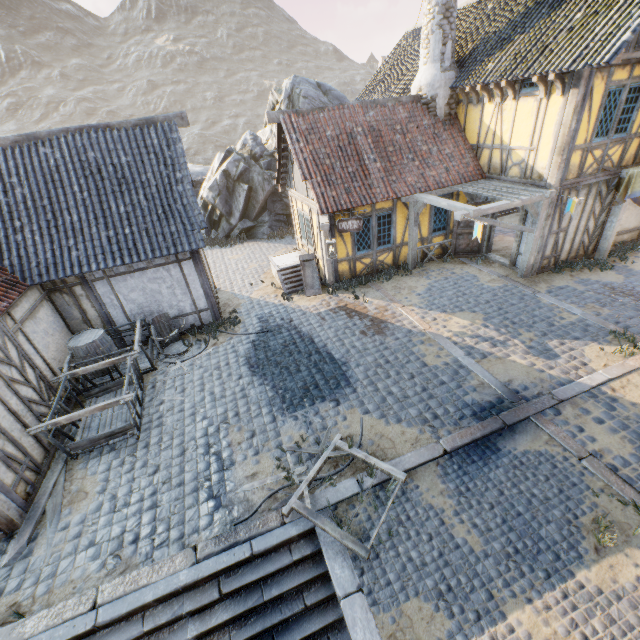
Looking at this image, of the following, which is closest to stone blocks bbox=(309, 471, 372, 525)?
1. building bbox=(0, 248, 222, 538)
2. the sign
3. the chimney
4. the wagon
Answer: building bbox=(0, 248, 222, 538)

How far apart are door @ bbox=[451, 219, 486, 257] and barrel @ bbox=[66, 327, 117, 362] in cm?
1240

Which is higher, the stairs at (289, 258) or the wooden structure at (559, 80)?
the wooden structure at (559, 80)

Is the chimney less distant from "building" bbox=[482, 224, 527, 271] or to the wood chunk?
"building" bbox=[482, 224, 527, 271]

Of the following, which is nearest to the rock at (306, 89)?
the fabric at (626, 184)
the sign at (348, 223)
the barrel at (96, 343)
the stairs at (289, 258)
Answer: the stairs at (289, 258)

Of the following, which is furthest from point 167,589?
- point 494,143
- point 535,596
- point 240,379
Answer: point 494,143

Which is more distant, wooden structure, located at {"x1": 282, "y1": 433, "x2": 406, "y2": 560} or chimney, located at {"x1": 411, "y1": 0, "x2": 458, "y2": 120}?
chimney, located at {"x1": 411, "y1": 0, "x2": 458, "y2": 120}

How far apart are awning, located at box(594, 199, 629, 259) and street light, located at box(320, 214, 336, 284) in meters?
9.5
